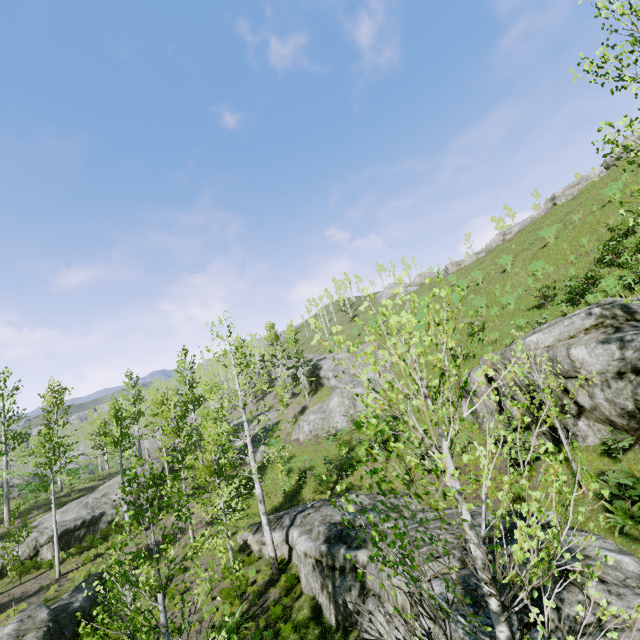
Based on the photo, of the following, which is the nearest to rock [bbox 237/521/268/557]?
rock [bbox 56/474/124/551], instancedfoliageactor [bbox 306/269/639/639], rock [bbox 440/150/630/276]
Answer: instancedfoliageactor [bbox 306/269/639/639]

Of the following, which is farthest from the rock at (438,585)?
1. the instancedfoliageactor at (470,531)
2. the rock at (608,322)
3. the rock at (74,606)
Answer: the rock at (74,606)

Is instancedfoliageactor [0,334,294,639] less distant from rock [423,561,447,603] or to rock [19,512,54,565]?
rock [19,512,54,565]

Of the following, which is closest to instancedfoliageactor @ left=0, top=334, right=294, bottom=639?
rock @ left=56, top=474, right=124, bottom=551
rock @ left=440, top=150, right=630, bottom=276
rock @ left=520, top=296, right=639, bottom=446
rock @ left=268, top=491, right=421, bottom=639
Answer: rock @ left=56, top=474, right=124, bottom=551

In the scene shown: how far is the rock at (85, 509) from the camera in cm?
2150

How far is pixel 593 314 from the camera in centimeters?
1159cm

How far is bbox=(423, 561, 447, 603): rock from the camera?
6.25m

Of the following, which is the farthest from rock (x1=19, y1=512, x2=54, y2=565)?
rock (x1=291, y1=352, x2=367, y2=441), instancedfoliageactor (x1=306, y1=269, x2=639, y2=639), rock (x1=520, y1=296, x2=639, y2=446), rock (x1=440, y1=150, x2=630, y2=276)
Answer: rock (x1=440, y1=150, x2=630, y2=276)
